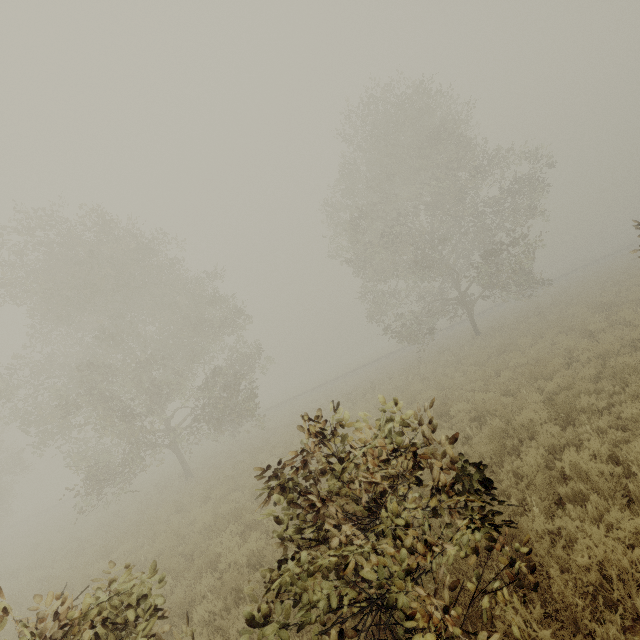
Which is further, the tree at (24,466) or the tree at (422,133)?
the tree at (24,466)

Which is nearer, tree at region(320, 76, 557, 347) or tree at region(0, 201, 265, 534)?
tree at region(0, 201, 265, 534)

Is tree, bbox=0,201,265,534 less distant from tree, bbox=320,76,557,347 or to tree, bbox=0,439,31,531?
tree, bbox=320,76,557,347

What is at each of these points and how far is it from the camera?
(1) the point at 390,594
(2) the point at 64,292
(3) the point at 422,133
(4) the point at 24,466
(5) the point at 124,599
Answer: (1) tree, 2.7 meters
(2) tree, 17.1 meters
(3) tree, 21.0 meters
(4) tree, 26.2 meters
(5) tree, 3.2 meters

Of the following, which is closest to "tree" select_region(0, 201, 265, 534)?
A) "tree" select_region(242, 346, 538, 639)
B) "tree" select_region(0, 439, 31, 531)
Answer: "tree" select_region(0, 439, 31, 531)

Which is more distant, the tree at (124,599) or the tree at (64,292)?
the tree at (64,292)

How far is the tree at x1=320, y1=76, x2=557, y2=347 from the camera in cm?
1911

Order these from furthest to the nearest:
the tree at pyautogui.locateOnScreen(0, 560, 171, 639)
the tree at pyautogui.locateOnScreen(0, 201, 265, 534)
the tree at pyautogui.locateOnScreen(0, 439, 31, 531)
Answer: the tree at pyautogui.locateOnScreen(0, 439, 31, 531), the tree at pyautogui.locateOnScreen(0, 201, 265, 534), the tree at pyautogui.locateOnScreen(0, 560, 171, 639)
